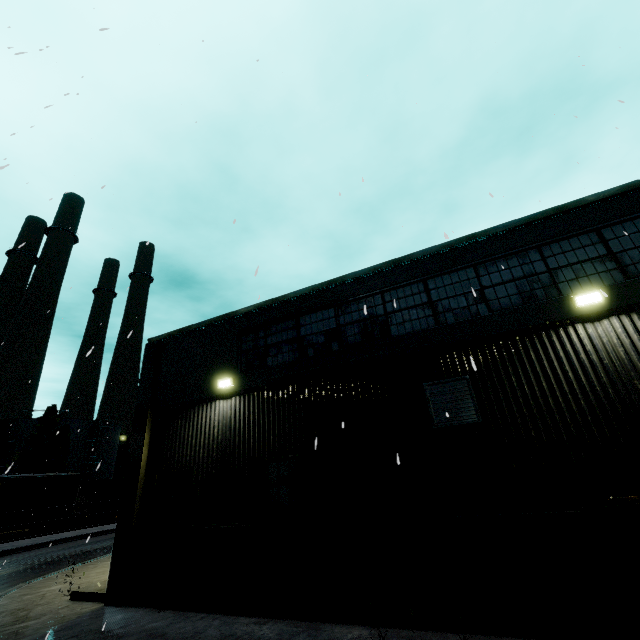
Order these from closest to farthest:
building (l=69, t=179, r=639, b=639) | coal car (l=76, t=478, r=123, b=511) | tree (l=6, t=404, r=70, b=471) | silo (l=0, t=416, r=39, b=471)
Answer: building (l=69, t=179, r=639, b=639) < coal car (l=76, t=478, r=123, b=511) < tree (l=6, t=404, r=70, b=471) < silo (l=0, t=416, r=39, b=471)

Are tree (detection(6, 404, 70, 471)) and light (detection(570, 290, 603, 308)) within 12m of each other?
no

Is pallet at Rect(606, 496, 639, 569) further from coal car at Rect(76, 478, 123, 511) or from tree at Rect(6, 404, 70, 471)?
tree at Rect(6, 404, 70, 471)

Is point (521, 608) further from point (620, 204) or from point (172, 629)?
point (620, 204)

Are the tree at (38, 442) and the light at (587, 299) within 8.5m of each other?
no

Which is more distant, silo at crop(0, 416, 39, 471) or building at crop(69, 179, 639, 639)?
silo at crop(0, 416, 39, 471)

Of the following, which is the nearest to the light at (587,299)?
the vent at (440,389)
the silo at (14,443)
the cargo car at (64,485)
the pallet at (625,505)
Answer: the vent at (440,389)

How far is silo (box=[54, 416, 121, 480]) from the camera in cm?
4669
